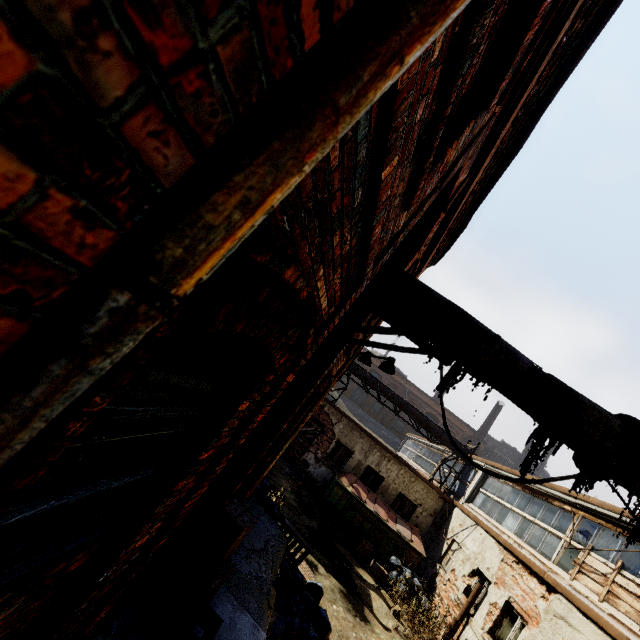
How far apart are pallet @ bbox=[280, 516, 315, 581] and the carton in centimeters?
652cm

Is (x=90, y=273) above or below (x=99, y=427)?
above

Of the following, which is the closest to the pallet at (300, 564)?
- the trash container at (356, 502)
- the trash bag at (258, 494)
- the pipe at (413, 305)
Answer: the trash bag at (258, 494)

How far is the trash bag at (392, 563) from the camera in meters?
11.3 m

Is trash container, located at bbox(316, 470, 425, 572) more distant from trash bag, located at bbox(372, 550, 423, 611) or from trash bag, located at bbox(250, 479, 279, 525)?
trash bag, located at bbox(250, 479, 279, 525)

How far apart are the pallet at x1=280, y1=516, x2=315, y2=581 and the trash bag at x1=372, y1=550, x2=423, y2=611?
6.5 meters

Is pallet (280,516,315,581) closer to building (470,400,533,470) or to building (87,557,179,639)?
building (87,557,179,639)

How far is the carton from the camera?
12.5m
